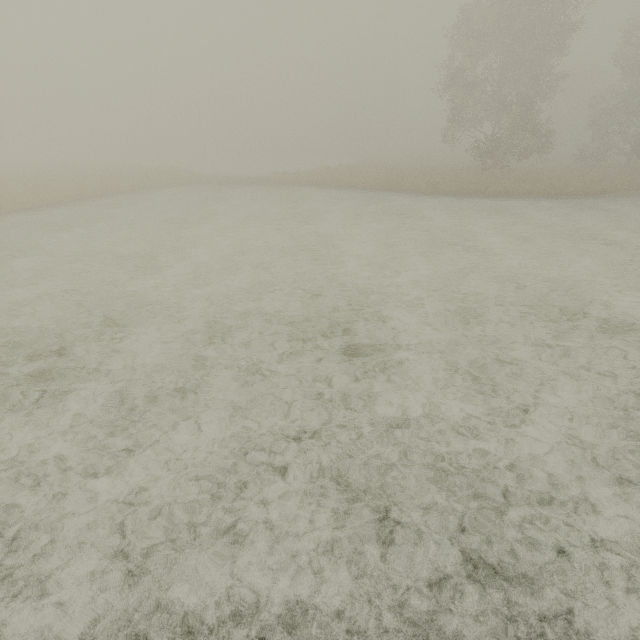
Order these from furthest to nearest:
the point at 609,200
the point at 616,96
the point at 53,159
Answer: the point at 53,159 → the point at 616,96 → the point at 609,200
